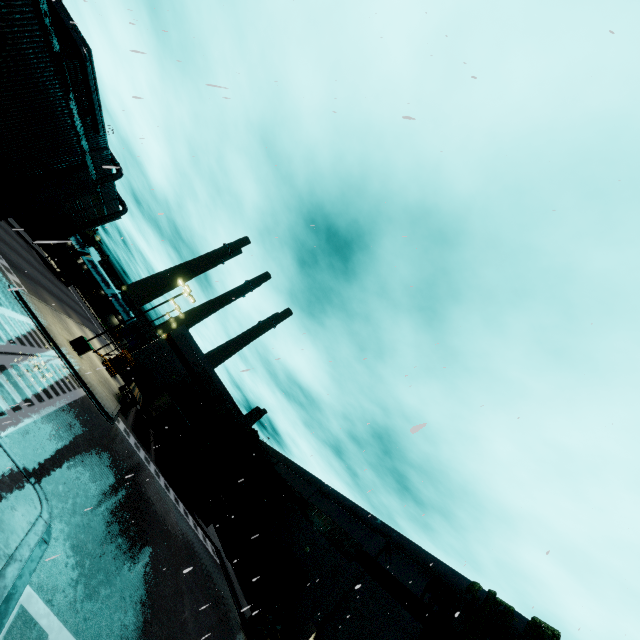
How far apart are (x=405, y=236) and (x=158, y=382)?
47.9m

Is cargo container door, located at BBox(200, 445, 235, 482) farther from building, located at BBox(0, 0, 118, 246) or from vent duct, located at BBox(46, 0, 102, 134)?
vent duct, located at BBox(46, 0, 102, 134)

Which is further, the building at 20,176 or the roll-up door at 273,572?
the roll-up door at 273,572

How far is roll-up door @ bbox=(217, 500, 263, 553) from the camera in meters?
33.1 m

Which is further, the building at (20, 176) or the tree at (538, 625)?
the tree at (538, 625)

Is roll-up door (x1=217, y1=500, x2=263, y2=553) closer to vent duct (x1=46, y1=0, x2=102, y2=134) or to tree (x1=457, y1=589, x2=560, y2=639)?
vent duct (x1=46, y1=0, x2=102, y2=134)

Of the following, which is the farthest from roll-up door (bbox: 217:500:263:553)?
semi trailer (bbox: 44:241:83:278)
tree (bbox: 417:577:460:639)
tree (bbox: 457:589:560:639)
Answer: tree (bbox: 457:589:560:639)

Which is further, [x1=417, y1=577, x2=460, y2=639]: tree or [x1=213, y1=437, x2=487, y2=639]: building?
[x1=213, y1=437, x2=487, y2=639]: building
